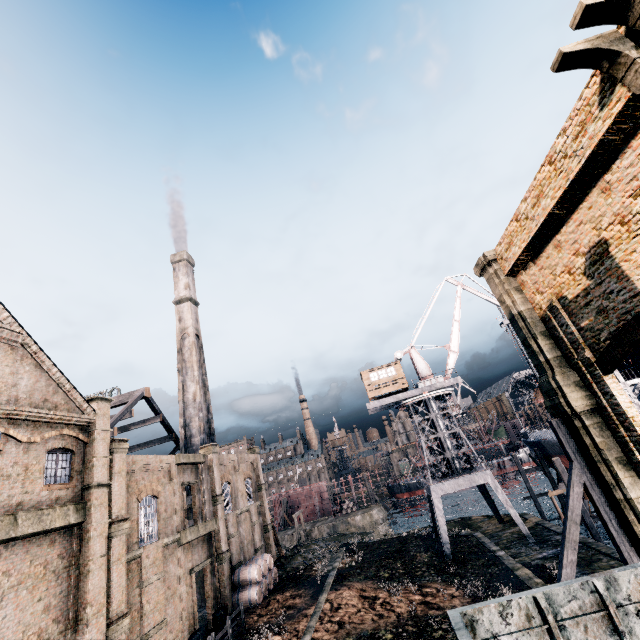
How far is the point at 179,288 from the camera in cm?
4753

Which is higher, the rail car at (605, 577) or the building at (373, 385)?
the building at (373, 385)

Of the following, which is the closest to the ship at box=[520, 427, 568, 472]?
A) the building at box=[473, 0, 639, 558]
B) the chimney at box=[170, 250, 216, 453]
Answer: the chimney at box=[170, 250, 216, 453]

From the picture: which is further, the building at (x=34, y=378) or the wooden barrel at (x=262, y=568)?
the wooden barrel at (x=262, y=568)

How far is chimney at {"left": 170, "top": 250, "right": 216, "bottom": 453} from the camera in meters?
38.8 m

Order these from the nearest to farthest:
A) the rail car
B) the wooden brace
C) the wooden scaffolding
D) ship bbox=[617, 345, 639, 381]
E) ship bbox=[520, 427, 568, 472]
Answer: the rail car, the wooden brace, ship bbox=[617, 345, 639, 381], the wooden scaffolding, ship bbox=[520, 427, 568, 472]

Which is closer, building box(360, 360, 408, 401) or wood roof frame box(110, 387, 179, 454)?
wood roof frame box(110, 387, 179, 454)

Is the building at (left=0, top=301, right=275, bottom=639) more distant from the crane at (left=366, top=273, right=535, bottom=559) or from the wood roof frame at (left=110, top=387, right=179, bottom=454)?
the crane at (left=366, top=273, right=535, bottom=559)
